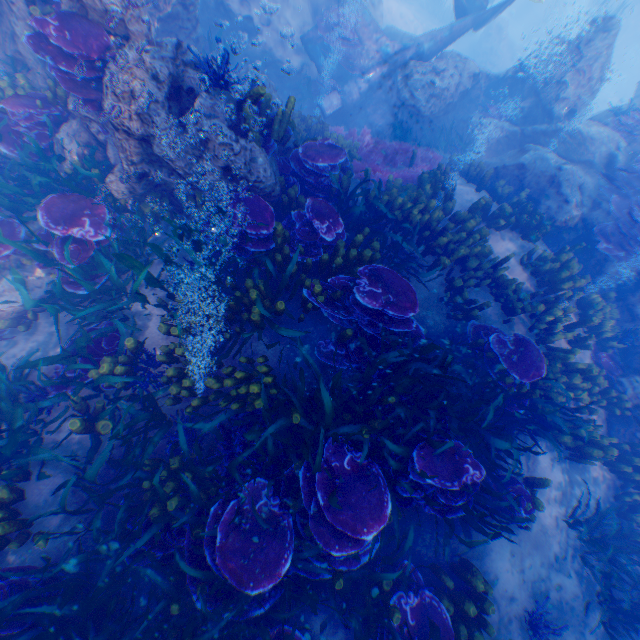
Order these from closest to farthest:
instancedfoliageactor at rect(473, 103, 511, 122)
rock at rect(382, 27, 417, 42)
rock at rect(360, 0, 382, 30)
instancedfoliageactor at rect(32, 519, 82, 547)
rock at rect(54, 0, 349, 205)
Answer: → instancedfoliageactor at rect(32, 519, 82, 547) → rock at rect(54, 0, 349, 205) → instancedfoliageactor at rect(473, 103, 511, 122) → rock at rect(360, 0, 382, 30) → rock at rect(382, 27, 417, 42)

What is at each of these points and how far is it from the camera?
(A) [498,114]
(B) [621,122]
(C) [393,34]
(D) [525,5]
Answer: (A) instancedfoliageactor, 11.8m
(B) instancedfoliageactor, 10.7m
(C) rock, 14.8m
(D) rock, 32.6m

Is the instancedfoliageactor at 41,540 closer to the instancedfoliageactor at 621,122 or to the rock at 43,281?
the rock at 43,281

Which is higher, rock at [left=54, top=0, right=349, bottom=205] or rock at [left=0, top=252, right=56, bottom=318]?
rock at [left=54, top=0, right=349, bottom=205]

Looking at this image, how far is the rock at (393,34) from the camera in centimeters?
1438cm

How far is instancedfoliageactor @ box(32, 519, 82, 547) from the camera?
3.69m

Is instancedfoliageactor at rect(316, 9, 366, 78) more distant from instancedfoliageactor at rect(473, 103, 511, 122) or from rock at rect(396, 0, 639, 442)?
instancedfoliageactor at rect(473, 103, 511, 122)
